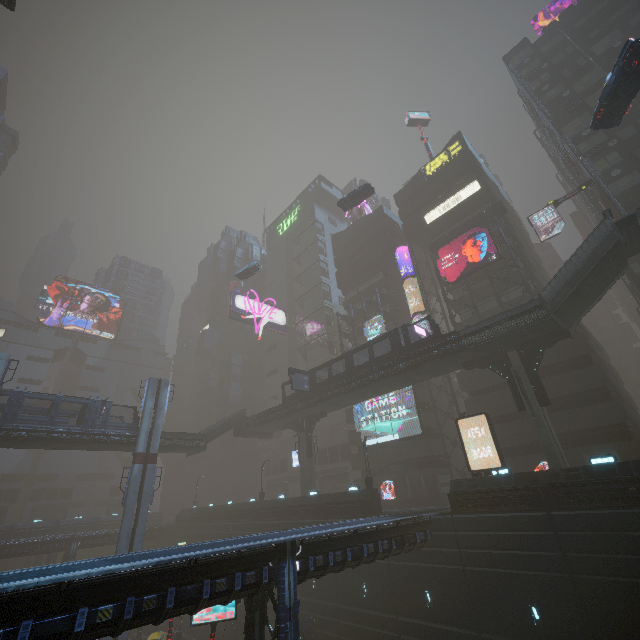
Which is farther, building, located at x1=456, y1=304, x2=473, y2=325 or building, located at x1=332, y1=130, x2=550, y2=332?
building, located at x1=332, y1=130, x2=550, y2=332

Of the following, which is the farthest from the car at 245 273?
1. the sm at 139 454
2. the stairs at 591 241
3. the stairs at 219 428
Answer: the stairs at 219 428

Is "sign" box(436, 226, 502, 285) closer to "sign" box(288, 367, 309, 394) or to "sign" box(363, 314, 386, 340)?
"sign" box(363, 314, 386, 340)

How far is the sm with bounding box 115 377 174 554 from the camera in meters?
29.6

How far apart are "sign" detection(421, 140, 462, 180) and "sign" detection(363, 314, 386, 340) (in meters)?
20.98

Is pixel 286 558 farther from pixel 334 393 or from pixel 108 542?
pixel 108 542

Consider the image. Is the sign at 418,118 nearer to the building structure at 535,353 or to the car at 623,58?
the car at 623,58

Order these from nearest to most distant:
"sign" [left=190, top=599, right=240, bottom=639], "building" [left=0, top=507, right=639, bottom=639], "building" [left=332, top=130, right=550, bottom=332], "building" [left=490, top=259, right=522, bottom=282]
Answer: "building" [left=0, top=507, right=639, bottom=639] → "sign" [left=190, top=599, right=240, bottom=639] → "building" [left=490, top=259, right=522, bottom=282] → "building" [left=332, top=130, right=550, bottom=332]
